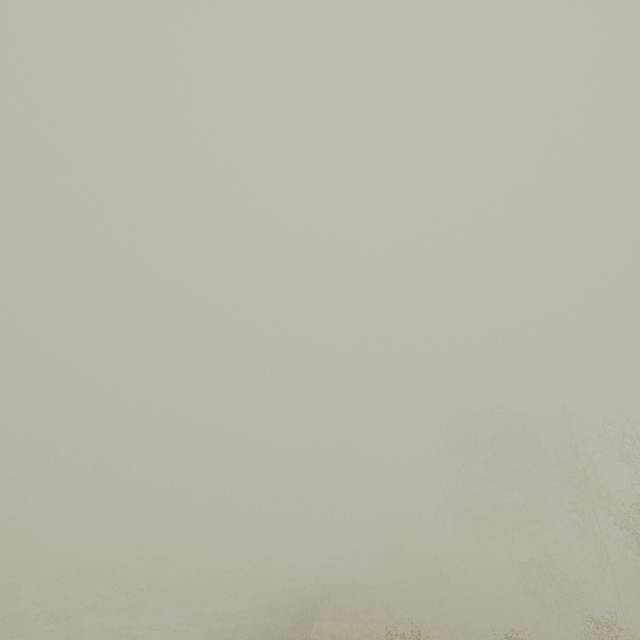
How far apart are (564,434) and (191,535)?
47.34m
